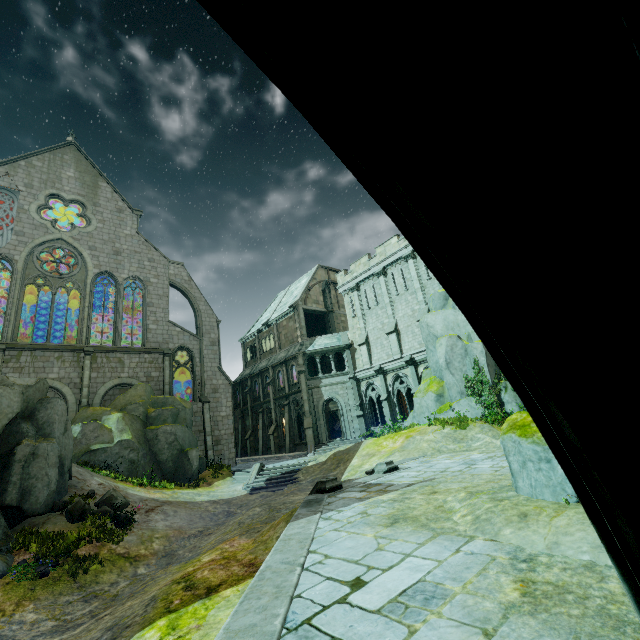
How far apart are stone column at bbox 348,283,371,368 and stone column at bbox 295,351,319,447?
5.20m

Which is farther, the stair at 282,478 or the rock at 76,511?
the stair at 282,478

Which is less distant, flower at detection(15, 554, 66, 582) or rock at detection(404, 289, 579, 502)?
rock at detection(404, 289, 579, 502)

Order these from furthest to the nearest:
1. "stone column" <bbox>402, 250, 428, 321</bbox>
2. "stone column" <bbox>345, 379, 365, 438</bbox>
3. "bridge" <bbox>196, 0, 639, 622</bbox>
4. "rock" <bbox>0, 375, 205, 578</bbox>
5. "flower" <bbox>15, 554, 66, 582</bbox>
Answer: "stone column" <bbox>345, 379, 365, 438</bbox>, "stone column" <bbox>402, 250, 428, 321</bbox>, "rock" <bbox>0, 375, 205, 578</bbox>, "flower" <bbox>15, 554, 66, 582</bbox>, "bridge" <bbox>196, 0, 639, 622</bbox>

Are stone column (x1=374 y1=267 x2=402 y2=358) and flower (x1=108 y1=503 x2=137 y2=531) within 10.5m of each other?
no

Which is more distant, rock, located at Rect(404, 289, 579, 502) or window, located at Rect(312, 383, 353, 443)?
window, located at Rect(312, 383, 353, 443)

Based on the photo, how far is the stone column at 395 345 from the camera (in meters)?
26.77

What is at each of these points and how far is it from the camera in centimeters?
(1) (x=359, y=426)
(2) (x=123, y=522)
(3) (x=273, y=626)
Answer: (1) stone column, 2827cm
(2) flower, 1306cm
(3) wall trim, 340cm
